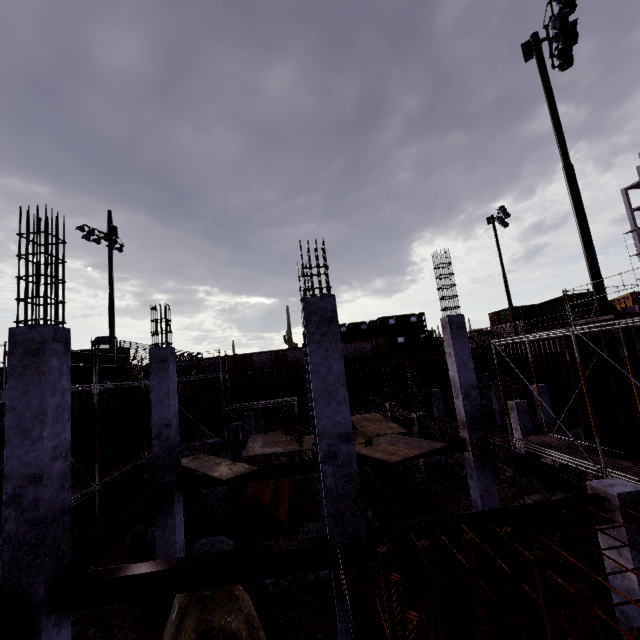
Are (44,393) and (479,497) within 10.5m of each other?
no

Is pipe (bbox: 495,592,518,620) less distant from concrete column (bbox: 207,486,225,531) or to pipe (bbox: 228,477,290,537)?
pipe (bbox: 228,477,290,537)

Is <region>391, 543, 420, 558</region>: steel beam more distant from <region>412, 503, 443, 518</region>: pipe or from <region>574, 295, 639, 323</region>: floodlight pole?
<region>574, 295, 639, 323</region>: floodlight pole

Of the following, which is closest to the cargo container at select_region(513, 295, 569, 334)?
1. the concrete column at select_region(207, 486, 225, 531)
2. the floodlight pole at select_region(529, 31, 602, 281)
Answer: the floodlight pole at select_region(529, 31, 602, 281)

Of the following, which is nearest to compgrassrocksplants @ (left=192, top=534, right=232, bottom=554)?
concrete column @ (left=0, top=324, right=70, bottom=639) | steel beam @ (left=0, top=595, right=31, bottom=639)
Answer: concrete column @ (left=0, top=324, right=70, bottom=639)

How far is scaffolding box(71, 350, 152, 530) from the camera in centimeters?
1239cm

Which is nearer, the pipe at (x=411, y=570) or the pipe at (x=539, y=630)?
the pipe at (x=539, y=630)

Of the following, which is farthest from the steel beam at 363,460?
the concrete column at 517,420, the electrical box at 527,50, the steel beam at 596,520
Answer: the electrical box at 527,50
